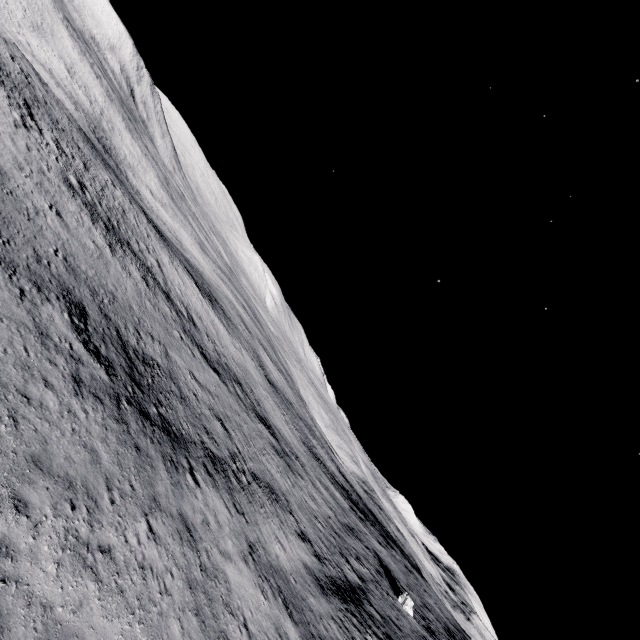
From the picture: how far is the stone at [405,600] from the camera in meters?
29.0

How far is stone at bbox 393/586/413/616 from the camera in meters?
29.0 m

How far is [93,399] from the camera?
11.5 meters
